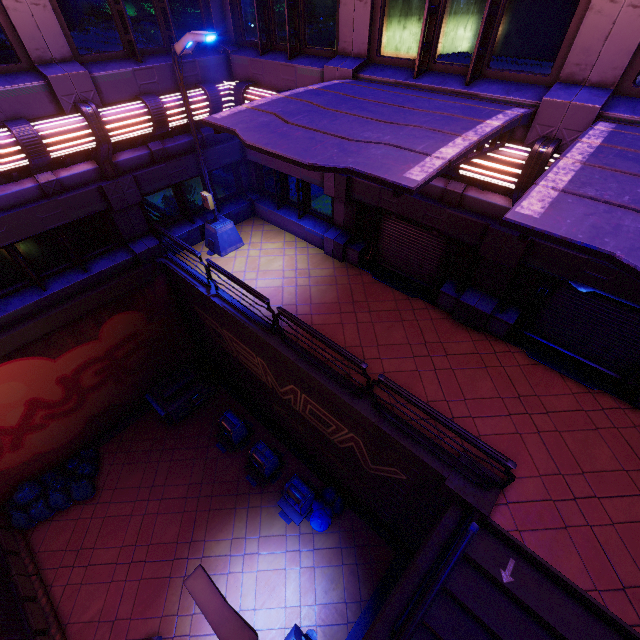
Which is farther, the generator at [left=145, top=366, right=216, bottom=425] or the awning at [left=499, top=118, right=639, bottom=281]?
the generator at [left=145, top=366, right=216, bottom=425]

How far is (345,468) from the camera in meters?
10.1 m

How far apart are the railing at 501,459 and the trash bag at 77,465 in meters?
9.8

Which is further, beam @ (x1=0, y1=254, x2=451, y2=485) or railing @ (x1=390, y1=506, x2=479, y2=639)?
beam @ (x1=0, y1=254, x2=451, y2=485)

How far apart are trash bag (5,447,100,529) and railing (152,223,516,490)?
9.8m

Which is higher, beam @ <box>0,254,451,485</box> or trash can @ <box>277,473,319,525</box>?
beam @ <box>0,254,451,485</box>

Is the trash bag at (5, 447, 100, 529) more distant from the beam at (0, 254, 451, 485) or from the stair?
the stair

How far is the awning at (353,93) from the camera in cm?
399
